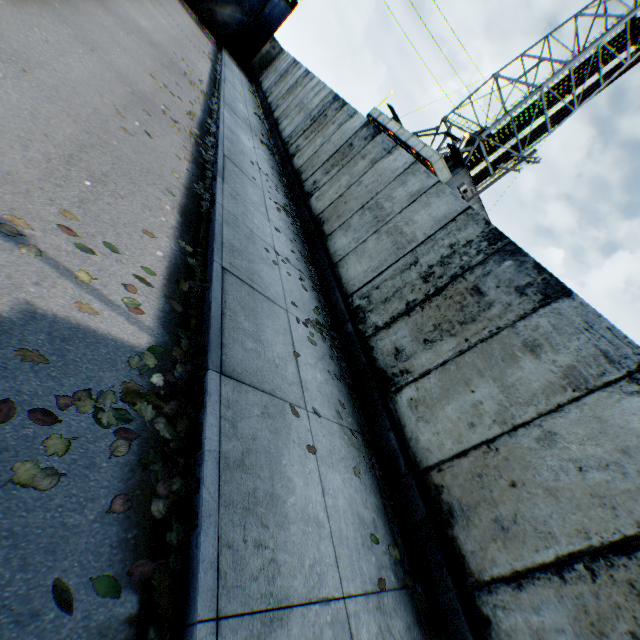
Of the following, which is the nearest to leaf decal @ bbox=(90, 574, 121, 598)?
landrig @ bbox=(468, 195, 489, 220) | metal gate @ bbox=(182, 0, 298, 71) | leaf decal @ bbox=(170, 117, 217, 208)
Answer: leaf decal @ bbox=(170, 117, 217, 208)

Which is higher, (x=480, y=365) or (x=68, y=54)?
(x=480, y=365)

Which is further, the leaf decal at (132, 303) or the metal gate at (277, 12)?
the metal gate at (277, 12)

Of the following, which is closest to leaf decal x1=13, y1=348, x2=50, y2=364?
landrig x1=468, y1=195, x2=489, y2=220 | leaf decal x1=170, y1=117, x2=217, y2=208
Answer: leaf decal x1=170, y1=117, x2=217, y2=208

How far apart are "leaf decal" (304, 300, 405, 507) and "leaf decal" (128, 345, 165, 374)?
2.08m

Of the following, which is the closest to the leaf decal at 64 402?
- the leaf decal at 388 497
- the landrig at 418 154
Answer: the leaf decal at 388 497

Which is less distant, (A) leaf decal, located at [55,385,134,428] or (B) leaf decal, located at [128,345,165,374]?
(A) leaf decal, located at [55,385,134,428]

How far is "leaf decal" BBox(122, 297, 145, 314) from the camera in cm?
305
